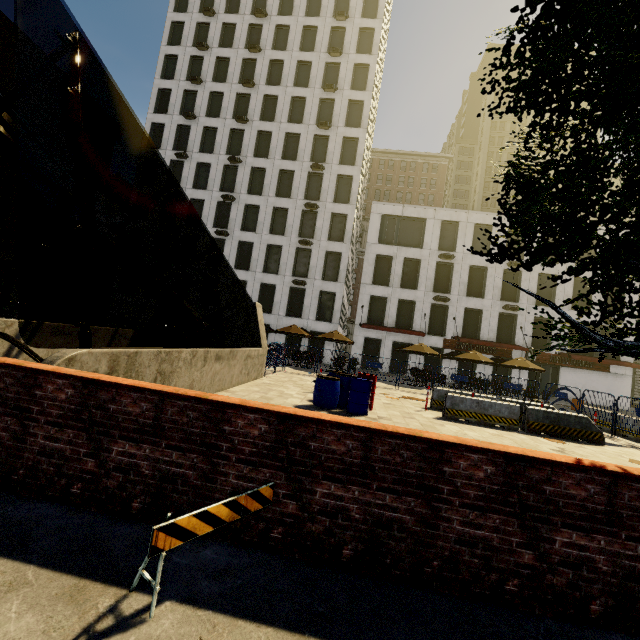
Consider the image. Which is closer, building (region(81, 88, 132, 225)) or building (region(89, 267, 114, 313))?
building (region(81, 88, 132, 225))

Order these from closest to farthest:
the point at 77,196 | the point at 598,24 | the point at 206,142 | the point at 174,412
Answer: the point at 598,24 < the point at 174,412 < the point at 77,196 < the point at 206,142

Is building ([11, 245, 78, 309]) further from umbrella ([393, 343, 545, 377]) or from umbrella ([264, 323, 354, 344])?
umbrella ([264, 323, 354, 344])

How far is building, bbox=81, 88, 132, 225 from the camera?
42.4m

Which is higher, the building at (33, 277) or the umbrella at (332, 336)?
the building at (33, 277)

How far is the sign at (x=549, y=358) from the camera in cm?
2766

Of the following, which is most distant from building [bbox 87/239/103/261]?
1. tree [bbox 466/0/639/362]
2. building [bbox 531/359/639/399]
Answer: building [bbox 531/359/639/399]
